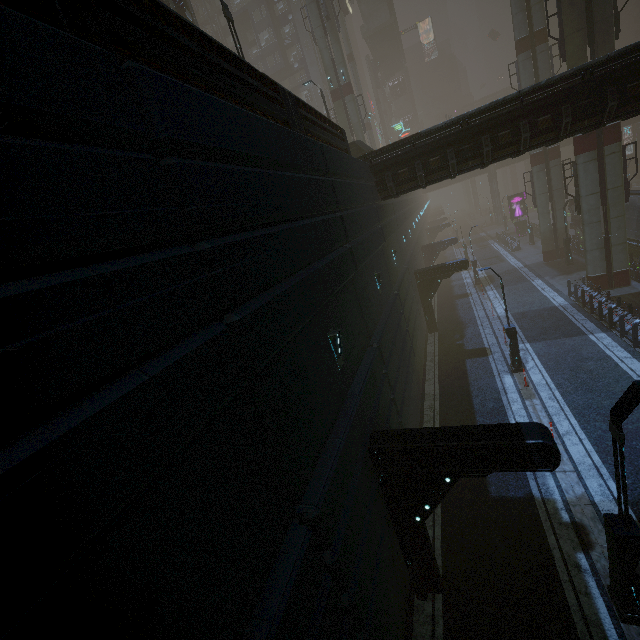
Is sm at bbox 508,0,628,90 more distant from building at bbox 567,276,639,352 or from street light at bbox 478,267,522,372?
street light at bbox 478,267,522,372

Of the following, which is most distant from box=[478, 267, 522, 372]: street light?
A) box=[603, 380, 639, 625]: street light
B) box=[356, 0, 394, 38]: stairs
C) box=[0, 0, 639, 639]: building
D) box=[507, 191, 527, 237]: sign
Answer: box=[356, 0, 394, 38]: stairs

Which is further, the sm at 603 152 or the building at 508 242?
the building at 508 242

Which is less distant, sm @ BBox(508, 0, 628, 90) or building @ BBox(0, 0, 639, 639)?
building @ BBox(0, 0, 639, 639)

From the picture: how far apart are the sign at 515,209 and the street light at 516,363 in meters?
37.4

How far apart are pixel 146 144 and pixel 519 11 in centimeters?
3686cm

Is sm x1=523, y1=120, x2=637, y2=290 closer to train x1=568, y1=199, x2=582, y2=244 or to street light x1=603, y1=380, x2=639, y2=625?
train x1=568, y1=199, x2=582, y2=244

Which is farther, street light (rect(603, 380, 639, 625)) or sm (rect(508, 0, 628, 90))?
sm (rect(508, 0, 628, 90))
